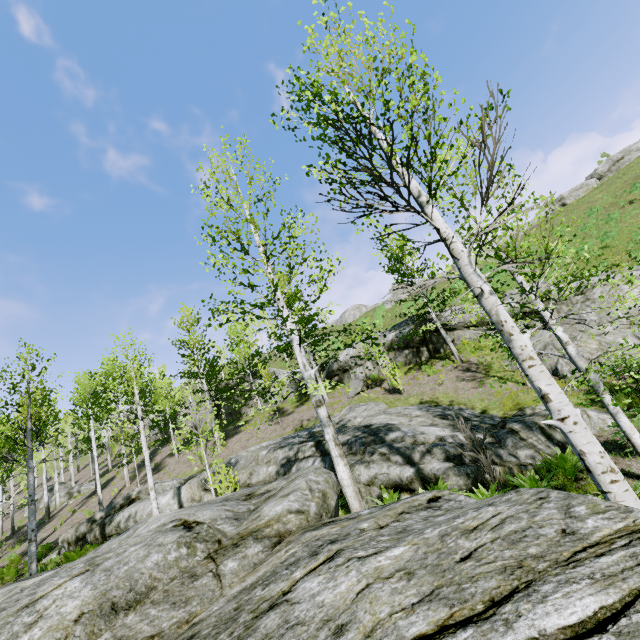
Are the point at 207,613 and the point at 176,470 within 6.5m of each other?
no

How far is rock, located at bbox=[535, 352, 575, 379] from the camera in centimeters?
1214cm

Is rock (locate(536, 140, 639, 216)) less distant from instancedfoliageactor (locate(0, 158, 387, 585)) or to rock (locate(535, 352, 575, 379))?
rock (locate(535, 352, 575, 379))

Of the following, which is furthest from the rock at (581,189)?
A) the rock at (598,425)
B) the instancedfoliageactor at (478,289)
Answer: the instancedfoliageactor at (478,289)

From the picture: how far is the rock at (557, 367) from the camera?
12.14m

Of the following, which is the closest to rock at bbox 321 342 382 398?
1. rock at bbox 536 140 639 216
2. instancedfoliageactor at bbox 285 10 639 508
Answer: instancedfoliageactor at bbox 285 10 639 508

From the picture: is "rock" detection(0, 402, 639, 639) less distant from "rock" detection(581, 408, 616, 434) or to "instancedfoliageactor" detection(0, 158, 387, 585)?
"instancedfoliageactor" detection(0, 158, 387, 585)

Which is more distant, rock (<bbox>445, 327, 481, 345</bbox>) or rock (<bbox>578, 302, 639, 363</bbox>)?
rock (<bbox>445, 327, 481, 345</bbox>)
